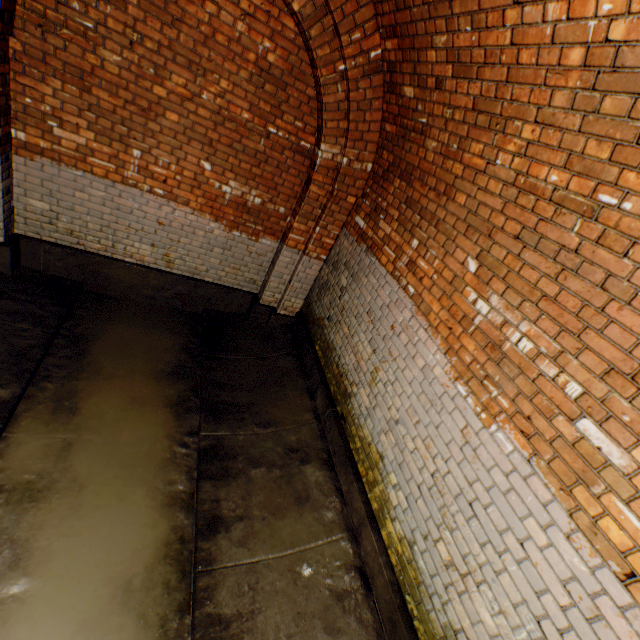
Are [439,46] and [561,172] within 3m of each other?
yes
